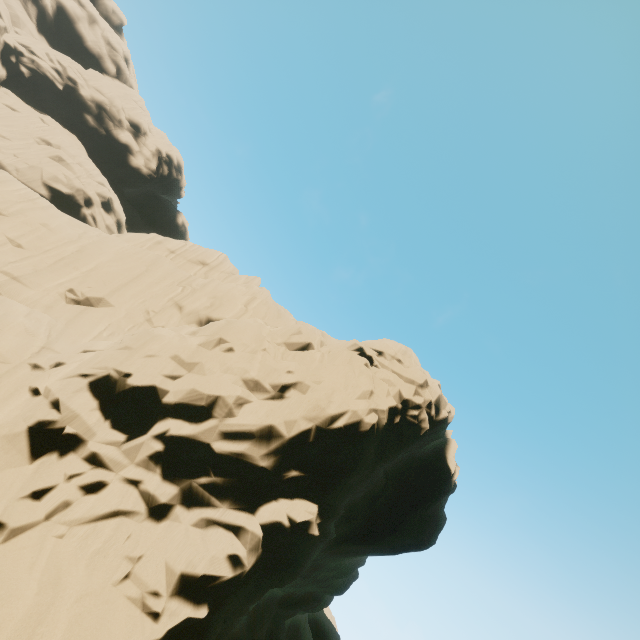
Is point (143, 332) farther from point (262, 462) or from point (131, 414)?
point (262, 462)
